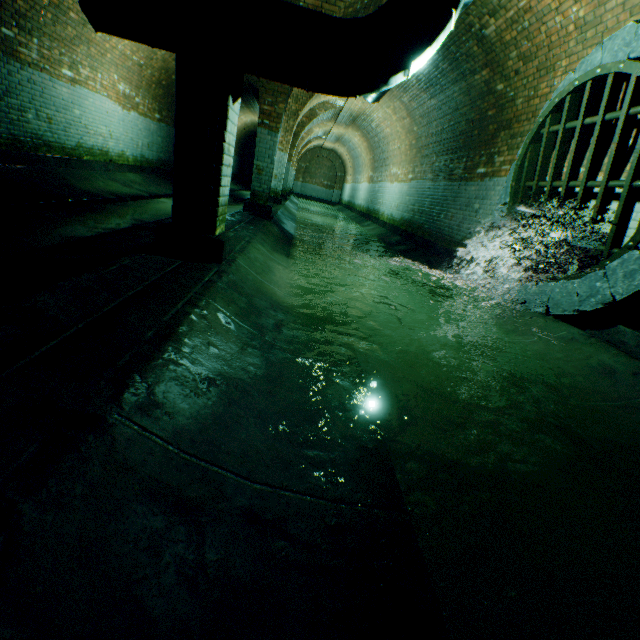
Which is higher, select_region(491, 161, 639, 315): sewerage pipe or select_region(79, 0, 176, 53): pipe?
select_region(79, 0, 176, 53): pipe

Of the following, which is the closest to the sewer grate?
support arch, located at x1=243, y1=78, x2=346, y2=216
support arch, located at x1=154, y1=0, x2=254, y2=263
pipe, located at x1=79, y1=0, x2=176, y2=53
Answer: pipe, located at x1=79, y1=0, x2=176, y2=53

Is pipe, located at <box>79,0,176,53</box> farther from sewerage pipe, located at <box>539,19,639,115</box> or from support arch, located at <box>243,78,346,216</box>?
sewerage pipe, located at <box>539,19,639,115</box>

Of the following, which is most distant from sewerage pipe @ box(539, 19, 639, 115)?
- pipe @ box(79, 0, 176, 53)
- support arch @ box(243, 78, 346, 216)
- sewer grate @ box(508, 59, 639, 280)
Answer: support arch @ box(243, 78, 346, 216)

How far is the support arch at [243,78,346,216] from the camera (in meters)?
6.91

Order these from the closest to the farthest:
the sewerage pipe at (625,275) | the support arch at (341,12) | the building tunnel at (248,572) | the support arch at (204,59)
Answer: the building tunnel at (248,572) → the support arch at (204,59) → the sewerage pipe at (625,275) → the support arch at (341,12)

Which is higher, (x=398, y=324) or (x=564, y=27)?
(x=564, y=27)

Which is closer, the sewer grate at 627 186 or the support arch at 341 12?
the sewer grate at 627 186
